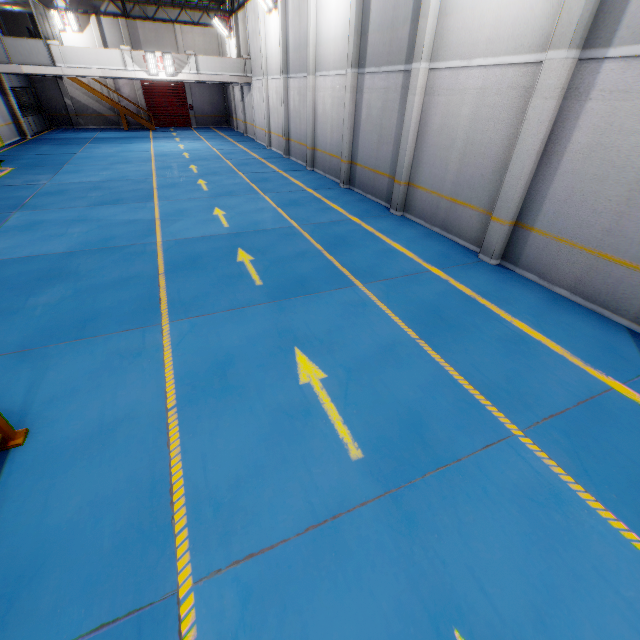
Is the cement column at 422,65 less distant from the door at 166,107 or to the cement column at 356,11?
the cement column at 356,11

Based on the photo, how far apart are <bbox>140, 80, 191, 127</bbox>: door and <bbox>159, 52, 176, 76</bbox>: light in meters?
12.0

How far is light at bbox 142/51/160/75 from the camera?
19.91m

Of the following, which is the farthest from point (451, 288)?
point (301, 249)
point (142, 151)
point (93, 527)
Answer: point (142, 151)

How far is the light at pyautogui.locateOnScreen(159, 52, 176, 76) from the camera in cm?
2027

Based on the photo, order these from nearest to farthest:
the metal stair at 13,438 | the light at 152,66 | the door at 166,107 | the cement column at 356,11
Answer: the metal stair at 13,438 < the cement column at 356,11 < the light at 152,66 < the door at 166,107

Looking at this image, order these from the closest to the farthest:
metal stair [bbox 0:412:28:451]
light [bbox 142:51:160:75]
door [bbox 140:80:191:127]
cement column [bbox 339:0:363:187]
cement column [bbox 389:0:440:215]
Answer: metal stair [bbox 0:412:28:451] → cement column [bbox 389:0:440:215] → cement column [bbox 339:0:363:187] → light [bbox 142:51:160:75] → door [bbox 140:80:191:127]

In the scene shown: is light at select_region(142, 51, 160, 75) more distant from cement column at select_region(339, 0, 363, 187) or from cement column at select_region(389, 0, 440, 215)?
cement column at select_region(389, 0, 440, 215)
